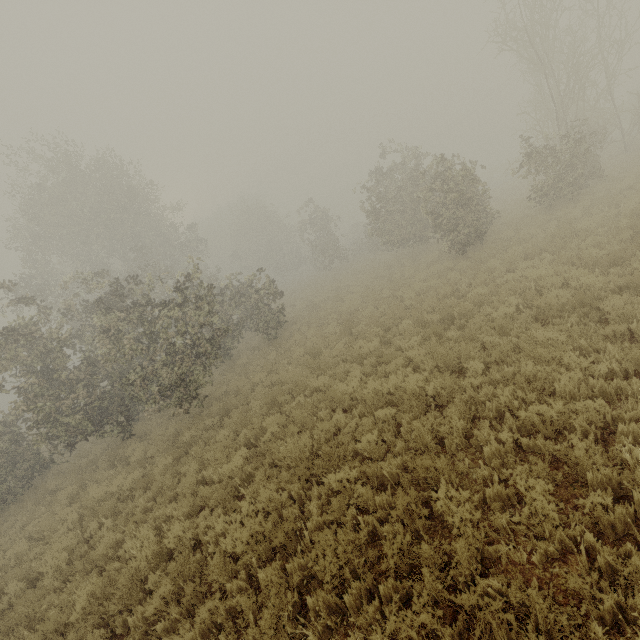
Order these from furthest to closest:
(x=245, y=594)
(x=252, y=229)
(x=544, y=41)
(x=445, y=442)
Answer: (x=252, y=229)
(x=544, y=41)
(x=445, y=442)
(x=245, y=594)
